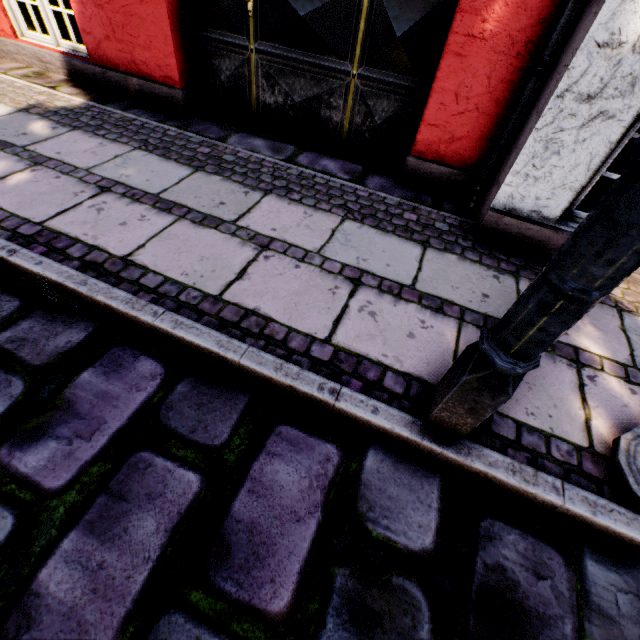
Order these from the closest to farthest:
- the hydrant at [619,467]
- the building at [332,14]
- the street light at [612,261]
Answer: the street light at [612,261] < the hydrant at [619,467] < the building at [332,14]

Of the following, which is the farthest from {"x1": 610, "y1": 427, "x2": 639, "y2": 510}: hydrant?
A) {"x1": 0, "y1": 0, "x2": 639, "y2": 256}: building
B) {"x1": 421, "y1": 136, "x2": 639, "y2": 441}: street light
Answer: {"x1": 0, "y1": 0, "x2": 639, "y2": 256}: building

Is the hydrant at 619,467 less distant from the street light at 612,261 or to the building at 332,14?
the street light at 612,261

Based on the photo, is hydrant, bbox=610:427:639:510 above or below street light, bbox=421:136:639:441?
below

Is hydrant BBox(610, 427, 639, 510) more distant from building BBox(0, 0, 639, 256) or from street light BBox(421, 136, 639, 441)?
building BBox(0, 0, 639, 256)

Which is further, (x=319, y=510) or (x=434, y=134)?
(x=434, y=134)

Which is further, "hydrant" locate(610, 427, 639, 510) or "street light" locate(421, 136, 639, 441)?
"hydrant" locate(610, 427, 639, 510)
